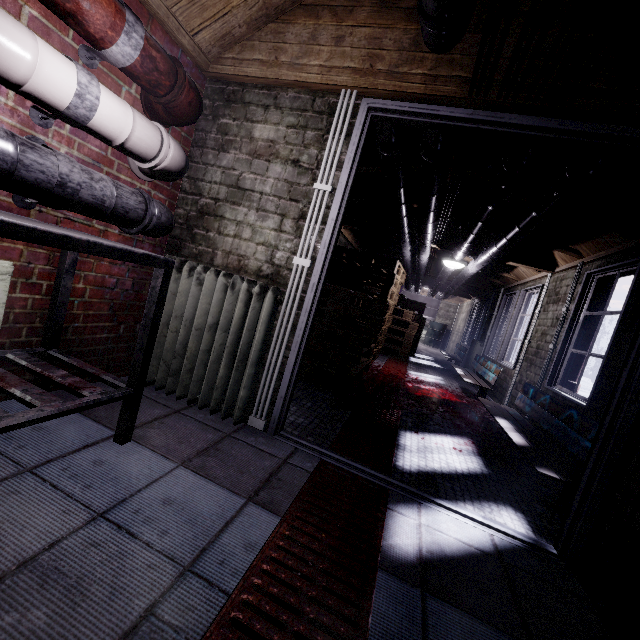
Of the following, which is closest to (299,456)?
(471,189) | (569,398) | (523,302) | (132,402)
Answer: (132,402)

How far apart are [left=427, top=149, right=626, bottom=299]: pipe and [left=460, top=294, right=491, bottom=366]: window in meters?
0.8

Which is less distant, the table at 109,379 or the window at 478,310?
the table at 109,379

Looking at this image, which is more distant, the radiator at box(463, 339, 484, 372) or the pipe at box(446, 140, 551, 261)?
the radiator at box(463, 339, 484, 372)

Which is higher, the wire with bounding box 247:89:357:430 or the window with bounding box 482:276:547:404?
the window with bounding box 482:276:547:404

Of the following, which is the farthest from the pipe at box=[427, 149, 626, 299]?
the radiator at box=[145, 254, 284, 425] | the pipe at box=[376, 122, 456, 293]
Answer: the radiator at box=[145, 254, 284, 425]

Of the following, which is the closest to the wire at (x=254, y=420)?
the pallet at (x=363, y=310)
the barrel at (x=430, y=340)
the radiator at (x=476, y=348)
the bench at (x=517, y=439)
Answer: the pallet at (x=363, y=310)

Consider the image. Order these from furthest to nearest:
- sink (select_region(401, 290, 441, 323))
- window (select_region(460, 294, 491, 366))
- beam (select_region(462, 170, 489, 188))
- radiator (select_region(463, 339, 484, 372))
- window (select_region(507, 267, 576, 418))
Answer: sink (select_region(401, 290, 441, 323))
window (select_region(460, 294, 491, 366))
radiator (select_region(463, 339, 484, 372))
window (select_region(507, 267, 576, 418))
beam (select_region(462, 170, 489, 188))
